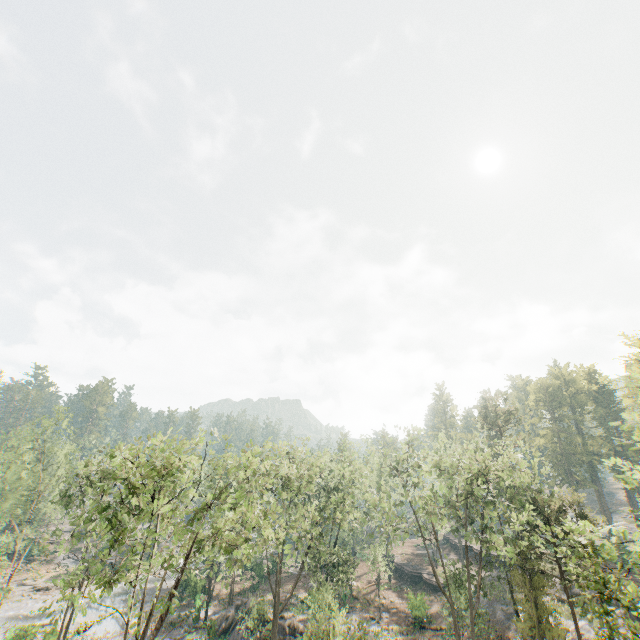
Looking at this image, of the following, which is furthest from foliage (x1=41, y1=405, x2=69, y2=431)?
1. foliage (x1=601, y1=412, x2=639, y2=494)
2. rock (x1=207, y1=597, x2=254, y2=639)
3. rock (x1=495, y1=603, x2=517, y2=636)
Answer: foliage (x1=601, y1=412, x2=639, y2=494)

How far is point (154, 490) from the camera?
19.5m

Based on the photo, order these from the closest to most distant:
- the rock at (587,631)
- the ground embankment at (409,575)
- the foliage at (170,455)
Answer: the foliage at (170,455)
the rock at (587,631)
the ground embankment at (409,575)

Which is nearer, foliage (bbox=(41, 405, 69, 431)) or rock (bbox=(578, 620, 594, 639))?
rock (bbox=(578, 620, 594, 639))

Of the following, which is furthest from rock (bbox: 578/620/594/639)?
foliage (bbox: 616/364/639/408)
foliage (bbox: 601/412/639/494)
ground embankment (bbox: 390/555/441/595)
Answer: foliage (bbox: 601/412/639/494)

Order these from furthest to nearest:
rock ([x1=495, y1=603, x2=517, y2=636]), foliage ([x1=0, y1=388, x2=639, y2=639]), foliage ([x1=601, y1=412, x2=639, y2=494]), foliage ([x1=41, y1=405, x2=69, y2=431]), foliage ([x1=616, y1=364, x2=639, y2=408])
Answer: foliage ([x1=41, y1=405, x2=69, y2=431]) < rock ([x1=495, y1=603, x2=517, y2=636]) < foliage ([x1=0, y1=388, x2=639, y2=639]) < foliage ([x1=616, y1=364, x2=639, y2=408]) < foliage ([x1=601, y1=412, x2=639, y2=494])

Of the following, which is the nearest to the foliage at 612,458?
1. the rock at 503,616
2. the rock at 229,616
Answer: the rock at 503,616
